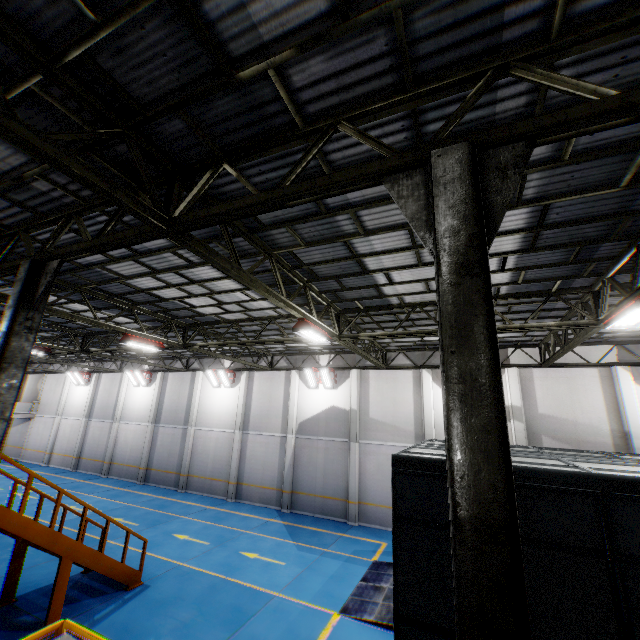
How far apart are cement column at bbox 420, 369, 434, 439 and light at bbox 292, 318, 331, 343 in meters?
8.6 m

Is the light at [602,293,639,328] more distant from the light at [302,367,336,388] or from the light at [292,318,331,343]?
the light at [302,367,336,388]

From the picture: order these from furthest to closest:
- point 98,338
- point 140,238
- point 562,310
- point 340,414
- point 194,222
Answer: point 340,414
point 98,338
point 562,310
point 140,238
point 194,222

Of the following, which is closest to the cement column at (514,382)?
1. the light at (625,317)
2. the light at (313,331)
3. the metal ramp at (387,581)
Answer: the metal ramp at (387,581)

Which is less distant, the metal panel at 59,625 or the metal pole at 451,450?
the metal pole at 451,450

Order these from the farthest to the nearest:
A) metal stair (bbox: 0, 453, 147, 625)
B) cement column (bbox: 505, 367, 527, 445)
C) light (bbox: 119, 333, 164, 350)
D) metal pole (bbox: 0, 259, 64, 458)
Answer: cement column (bbox: 505, 367, 527, 445)
light (bbox: 119, 333, 164, 350)
metal stair (bbox: 0, 453, 147, 625)
metal pole (bbox: 0, 259, 64, 458)

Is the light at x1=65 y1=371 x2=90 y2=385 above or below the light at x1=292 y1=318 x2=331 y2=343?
below

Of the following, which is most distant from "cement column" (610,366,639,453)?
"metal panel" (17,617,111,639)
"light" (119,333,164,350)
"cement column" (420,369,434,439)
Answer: "light" (119,333,164,350)
